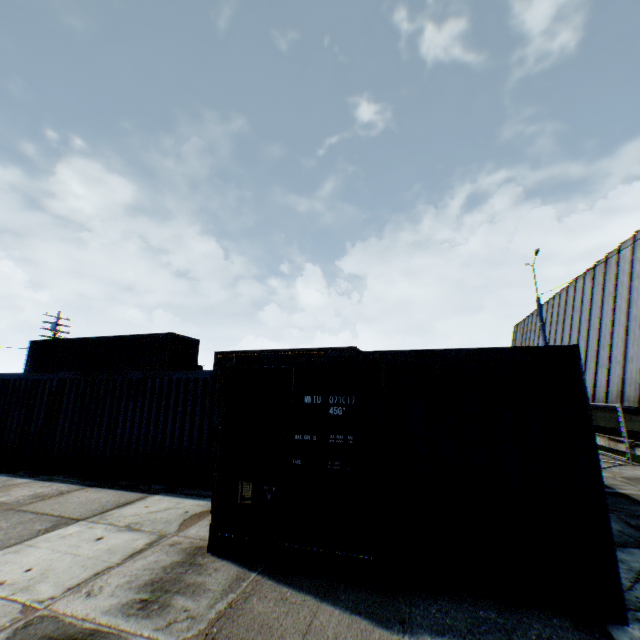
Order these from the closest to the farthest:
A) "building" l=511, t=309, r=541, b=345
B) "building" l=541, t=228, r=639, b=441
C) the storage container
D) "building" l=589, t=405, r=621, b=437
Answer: the storage container, "building" l=541, t=228, r=639, b=441, "building" l=589, t=405, r=621, b=437, "building" l=511, t=309, r=541, b=345

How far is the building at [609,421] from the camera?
16.7m

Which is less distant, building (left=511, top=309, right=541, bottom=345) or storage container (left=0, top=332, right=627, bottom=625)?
storage container (left=0, top=332, right=627, bottom=625)

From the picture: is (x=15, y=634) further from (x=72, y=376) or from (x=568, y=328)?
(x=568, y=328)

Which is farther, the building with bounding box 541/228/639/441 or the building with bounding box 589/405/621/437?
the building with bounding box 589/405/621/437
